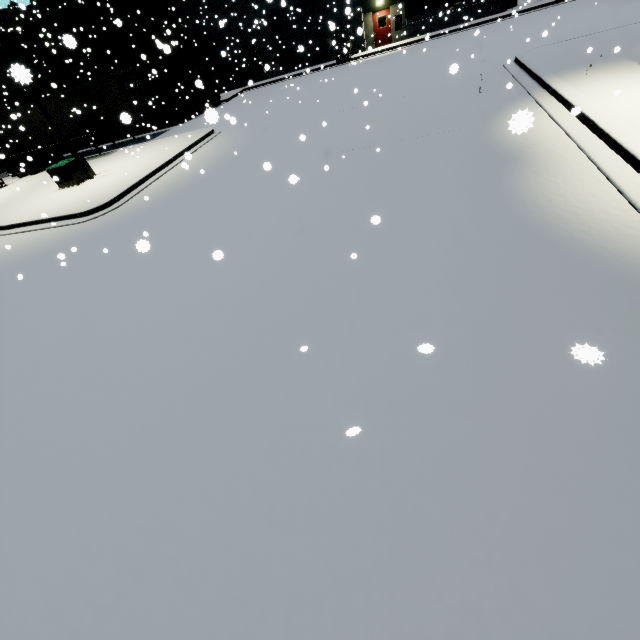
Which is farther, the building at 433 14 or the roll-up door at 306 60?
the roll-up door at 306 60

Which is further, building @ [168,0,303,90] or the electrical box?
building @ [168,0,303,90]

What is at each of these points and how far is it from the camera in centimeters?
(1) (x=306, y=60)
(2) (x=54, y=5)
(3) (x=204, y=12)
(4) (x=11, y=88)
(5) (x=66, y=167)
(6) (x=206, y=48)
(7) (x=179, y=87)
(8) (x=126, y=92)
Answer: (1) roll-up door, 3064cm
(2) building, 3156cm
(3) building, 2955cm
(4) building, 3125cm
(5) electrical box, 1576cm
(6) roll-up door, 3173cm
(7) cargo container door, 2523cm
(8) semi trailer, 2145cm

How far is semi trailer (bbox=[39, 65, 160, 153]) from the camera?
21.09m

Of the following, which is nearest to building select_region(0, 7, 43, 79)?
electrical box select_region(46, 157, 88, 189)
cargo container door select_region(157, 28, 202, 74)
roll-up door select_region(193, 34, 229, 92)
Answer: roll-up door select_region(193, 34, 229, 92)

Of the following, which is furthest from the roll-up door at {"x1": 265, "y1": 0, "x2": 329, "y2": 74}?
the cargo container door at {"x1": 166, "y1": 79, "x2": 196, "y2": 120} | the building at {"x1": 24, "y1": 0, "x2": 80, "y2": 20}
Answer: the cargo container door at {"x1": 166, "y1": 79, "x2": 196, "y2": 120}

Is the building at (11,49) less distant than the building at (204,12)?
Yes

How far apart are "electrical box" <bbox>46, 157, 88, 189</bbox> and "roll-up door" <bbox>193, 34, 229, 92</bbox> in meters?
23.0 m
